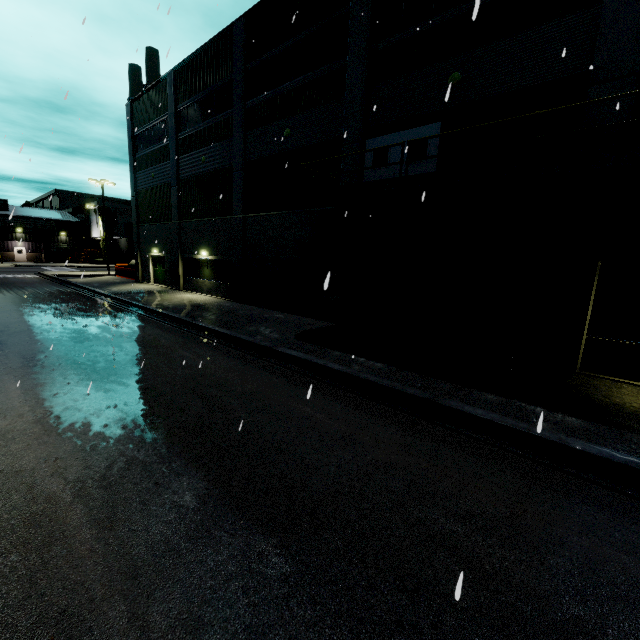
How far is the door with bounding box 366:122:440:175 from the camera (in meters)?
11.11

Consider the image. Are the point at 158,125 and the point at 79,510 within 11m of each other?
no

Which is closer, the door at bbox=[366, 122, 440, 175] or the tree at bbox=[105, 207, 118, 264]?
the door at bbox=[366, 122, 440, 175]

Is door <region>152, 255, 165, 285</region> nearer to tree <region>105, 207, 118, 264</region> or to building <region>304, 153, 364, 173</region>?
building <region>304, 153, 364, 173</region>

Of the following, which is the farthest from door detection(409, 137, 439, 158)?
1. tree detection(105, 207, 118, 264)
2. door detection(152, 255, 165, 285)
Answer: door detection(152, 255, 165, 285)

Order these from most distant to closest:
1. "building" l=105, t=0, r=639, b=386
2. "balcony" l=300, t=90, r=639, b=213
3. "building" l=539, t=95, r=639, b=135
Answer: "building" l=105, t=0, r=639, b=386 < "building" l=539, t=95, r=639, b=135 < "balcony" l=300, t=90, r=639, b=213

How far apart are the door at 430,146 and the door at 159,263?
19.3m
